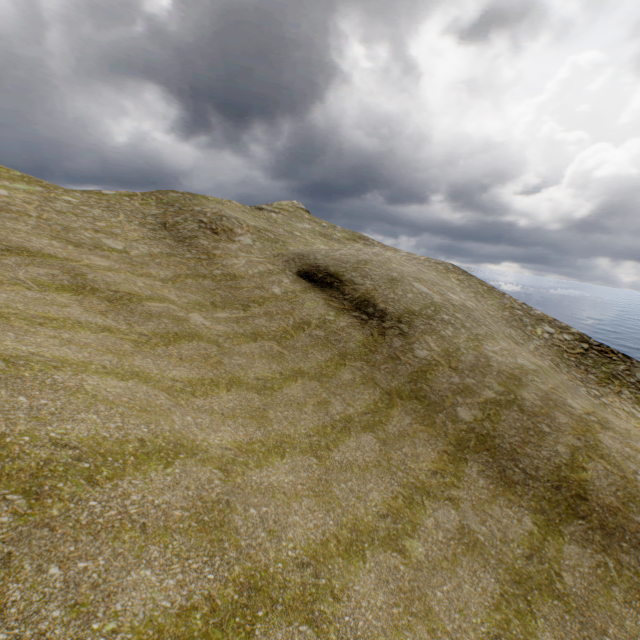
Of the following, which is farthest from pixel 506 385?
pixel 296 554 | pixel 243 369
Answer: pixel 296 554
